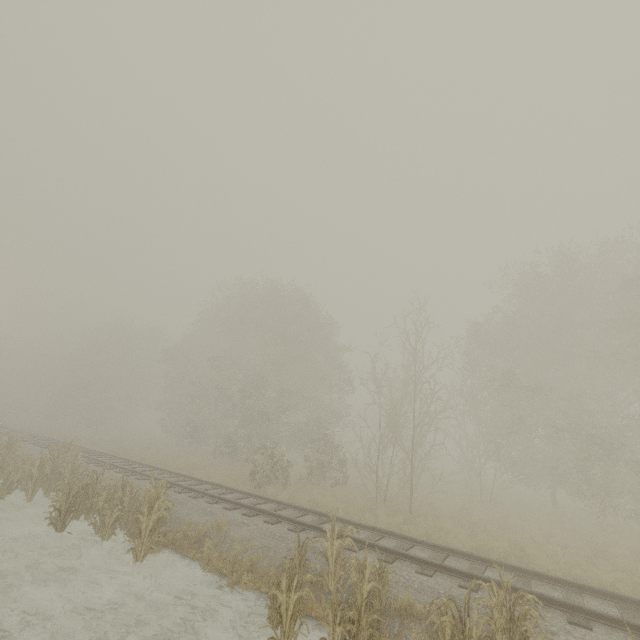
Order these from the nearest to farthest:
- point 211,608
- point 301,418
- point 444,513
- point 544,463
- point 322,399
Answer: point 211,608, point 444,513, point 544,463, point 301,418, point 322,399
